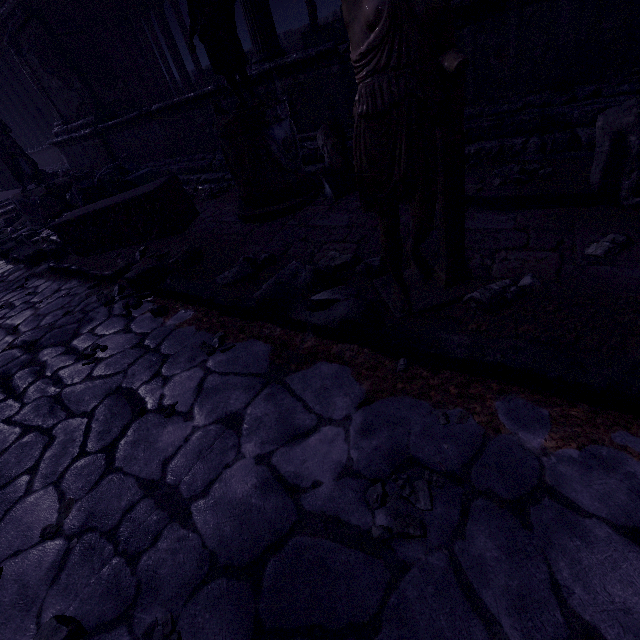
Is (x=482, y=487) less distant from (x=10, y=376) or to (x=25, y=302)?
(x=10, y=376)

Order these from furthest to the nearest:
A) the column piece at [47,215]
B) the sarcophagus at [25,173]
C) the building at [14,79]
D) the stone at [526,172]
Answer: the building at [14,79]
the sarcophagus at [25,173]
the column piece at [47,215]
the stone at [526,172]

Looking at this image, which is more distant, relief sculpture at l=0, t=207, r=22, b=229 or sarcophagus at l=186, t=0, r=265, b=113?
relief sculpture at l=0, t=207, r=22, b=229

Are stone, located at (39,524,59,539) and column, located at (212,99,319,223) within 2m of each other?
no

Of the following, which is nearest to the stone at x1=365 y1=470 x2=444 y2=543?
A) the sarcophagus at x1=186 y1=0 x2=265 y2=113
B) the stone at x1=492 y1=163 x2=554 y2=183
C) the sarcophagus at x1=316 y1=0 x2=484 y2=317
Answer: the sarcophagus at x1=316 y1=0 x2=484 y2=317

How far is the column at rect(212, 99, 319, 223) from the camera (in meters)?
3.44

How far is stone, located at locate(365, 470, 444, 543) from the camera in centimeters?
120cm

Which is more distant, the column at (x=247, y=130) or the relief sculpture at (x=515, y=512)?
the column at (x=247, y=130)
